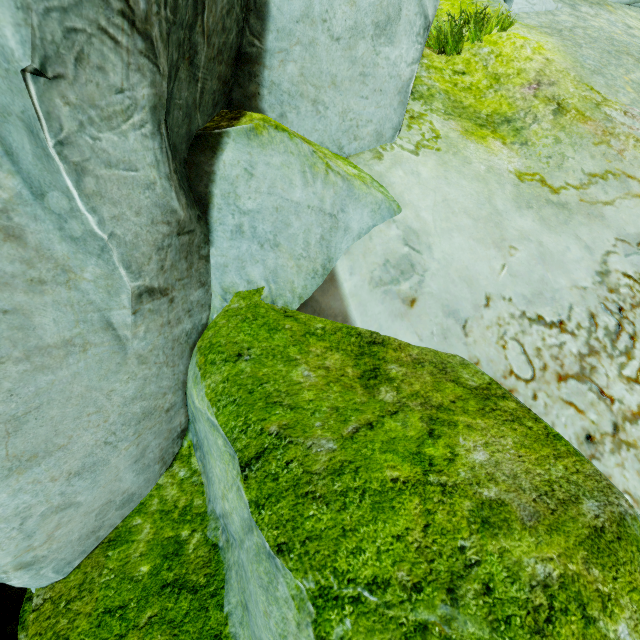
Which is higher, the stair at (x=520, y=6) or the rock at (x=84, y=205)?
the stair at (x=520, y=6)

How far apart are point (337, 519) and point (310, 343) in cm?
89

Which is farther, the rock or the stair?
the stair

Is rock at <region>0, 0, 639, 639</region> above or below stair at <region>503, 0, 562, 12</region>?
below

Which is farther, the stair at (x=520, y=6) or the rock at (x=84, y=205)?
the stair at (x=520, y=6)
